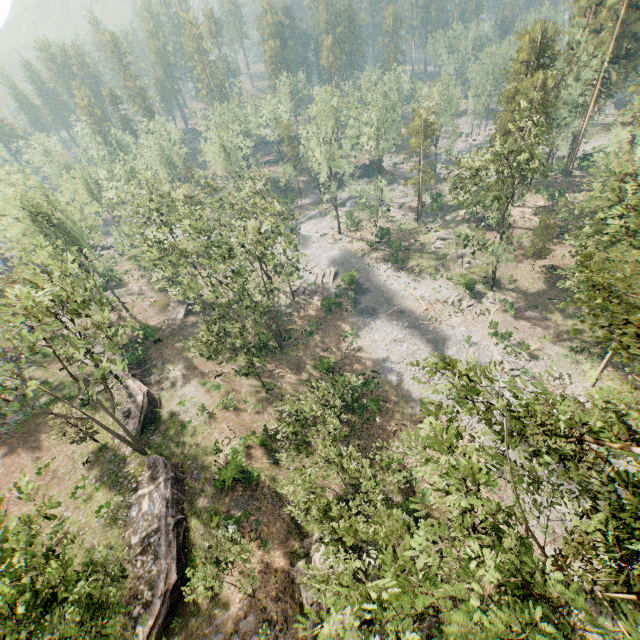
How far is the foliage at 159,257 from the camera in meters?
29.4

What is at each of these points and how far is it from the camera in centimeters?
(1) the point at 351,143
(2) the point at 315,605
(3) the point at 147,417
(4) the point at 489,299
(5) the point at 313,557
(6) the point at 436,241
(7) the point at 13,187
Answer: (1) foliage, 5056cm
(2) rock, 2002cm
(3) ground embankment, 3209cm
(4) foliage, 4219cm
(5) rock, 2167cm
(6) foliage, 5272cm
(7) foliage, 3662cm

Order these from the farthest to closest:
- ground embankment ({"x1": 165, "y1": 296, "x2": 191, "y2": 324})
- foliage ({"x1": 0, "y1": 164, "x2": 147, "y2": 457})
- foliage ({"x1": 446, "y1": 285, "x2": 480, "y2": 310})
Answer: ground embankment ({"x1": 165, "y1": 296, "x2": 191, "y2": 324}) < foliage ({"x1": 446, "y1": 285, "x2": 480, "y2": 310}) < foliage ({"x1": 0, "y1": 164, "x2": 147, "y2": 457})

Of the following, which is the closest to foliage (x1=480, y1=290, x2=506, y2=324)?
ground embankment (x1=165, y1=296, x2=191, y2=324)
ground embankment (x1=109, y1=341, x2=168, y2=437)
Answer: ground embankment (x1=165, y1=296, x2=191, y2=324)

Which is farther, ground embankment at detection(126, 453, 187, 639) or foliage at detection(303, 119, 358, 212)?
foliage at detection(303, 119, 358, 212)

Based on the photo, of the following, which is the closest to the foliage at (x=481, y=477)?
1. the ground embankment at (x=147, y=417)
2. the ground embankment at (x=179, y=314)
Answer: the ground embankment at (x=179, y=314)

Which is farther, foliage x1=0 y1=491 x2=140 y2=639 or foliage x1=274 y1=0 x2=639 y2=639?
foliage x1=274 y1=0 x2=639 y2=639

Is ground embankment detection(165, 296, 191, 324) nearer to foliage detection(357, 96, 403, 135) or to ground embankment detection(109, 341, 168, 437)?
foliage detection(357, 96, 403, 135)
